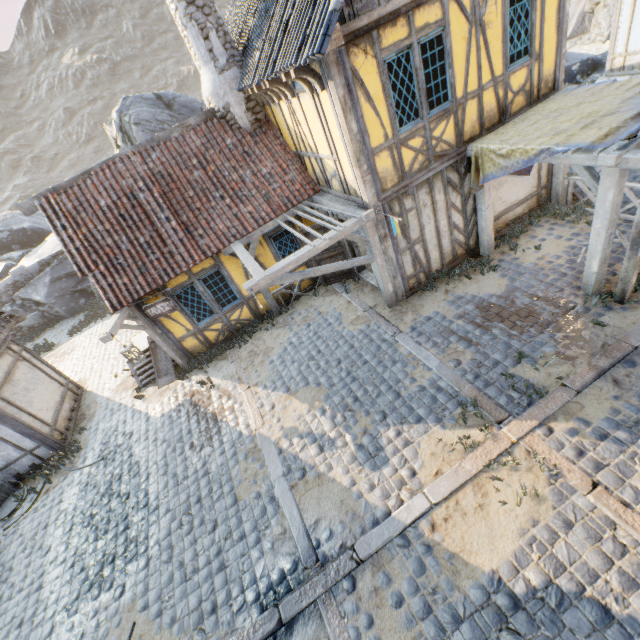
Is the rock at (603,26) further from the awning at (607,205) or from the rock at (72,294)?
the awning at (607,205)

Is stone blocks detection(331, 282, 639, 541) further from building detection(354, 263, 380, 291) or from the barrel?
the barrel

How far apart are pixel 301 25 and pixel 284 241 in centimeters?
531cm

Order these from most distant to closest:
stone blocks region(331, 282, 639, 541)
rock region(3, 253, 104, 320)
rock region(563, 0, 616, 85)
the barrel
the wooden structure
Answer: rock region(3, 253, 104, 320)
rock region(563, 0, 616, 85)
the barrel
the wooden structure
stone blocks region(331, 282, 639, 541)

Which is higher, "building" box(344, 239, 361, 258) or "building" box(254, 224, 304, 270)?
"building" box(254, 224, 304, 270)

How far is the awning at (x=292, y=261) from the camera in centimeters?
704cm

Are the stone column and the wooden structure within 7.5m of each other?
no

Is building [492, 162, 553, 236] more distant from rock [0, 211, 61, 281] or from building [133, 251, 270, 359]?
rock [0, 211, 61, 281]
